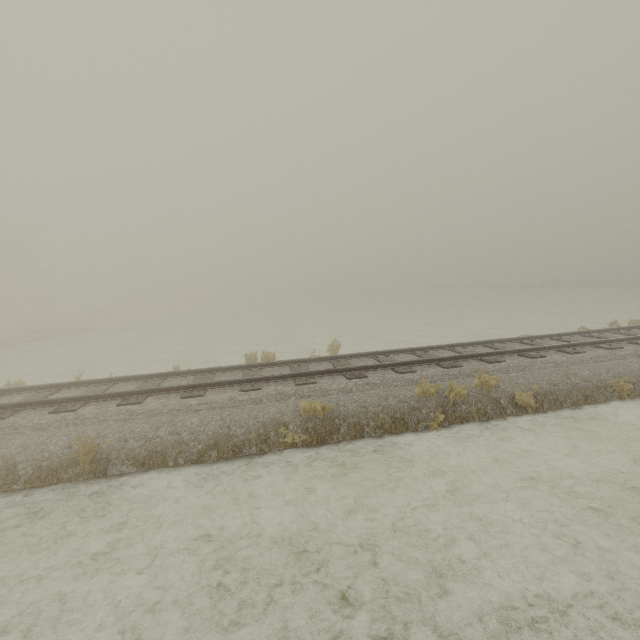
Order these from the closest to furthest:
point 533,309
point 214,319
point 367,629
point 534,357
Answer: point 367,629
point 534,357
point 533,309
point 214,319
